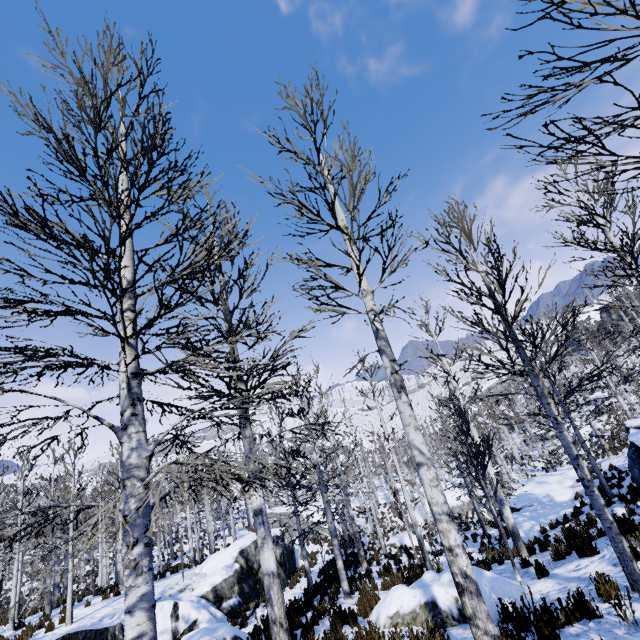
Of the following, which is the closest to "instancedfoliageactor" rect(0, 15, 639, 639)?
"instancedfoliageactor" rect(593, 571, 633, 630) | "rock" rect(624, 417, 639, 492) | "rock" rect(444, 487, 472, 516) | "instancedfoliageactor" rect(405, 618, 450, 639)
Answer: "instancedfoliageactor" rect(405, 618, 450, 639)

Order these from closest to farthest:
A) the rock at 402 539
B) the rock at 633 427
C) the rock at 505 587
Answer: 1. the rock at 505 587
2. the rock at 633 427
3. the rock at 402 539

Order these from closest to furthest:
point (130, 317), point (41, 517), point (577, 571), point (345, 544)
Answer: point (130, 317) < point (577, 571) < point (41, 517) < point (345, 544)

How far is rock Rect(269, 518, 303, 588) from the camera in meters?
18.0

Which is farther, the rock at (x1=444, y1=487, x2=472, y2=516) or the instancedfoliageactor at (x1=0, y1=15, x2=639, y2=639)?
the rock at (x1=444, y1=487, x2=472, y2=516)

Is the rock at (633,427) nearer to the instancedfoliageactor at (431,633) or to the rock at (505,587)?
the instancedfoliageactor at (431,633)

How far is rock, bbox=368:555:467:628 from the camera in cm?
615
